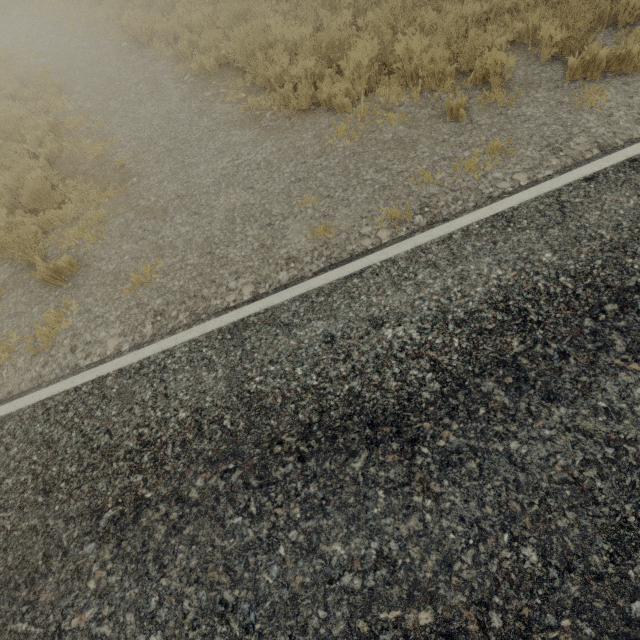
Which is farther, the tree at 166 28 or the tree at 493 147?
the tree at 166 28

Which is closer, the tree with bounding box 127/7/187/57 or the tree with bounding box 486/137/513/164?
the tree with bounding box 486/137/513/164

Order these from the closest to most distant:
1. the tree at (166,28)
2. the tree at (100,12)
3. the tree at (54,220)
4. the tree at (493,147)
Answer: the tree at (493,147)
the tree at (54,220)
the tree at (166,28)
the tree at (100,12)

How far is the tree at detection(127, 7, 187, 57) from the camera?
9.27m

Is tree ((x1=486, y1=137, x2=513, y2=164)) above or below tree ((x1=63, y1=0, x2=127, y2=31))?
above

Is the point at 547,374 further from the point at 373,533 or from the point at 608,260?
the point at 373,533
